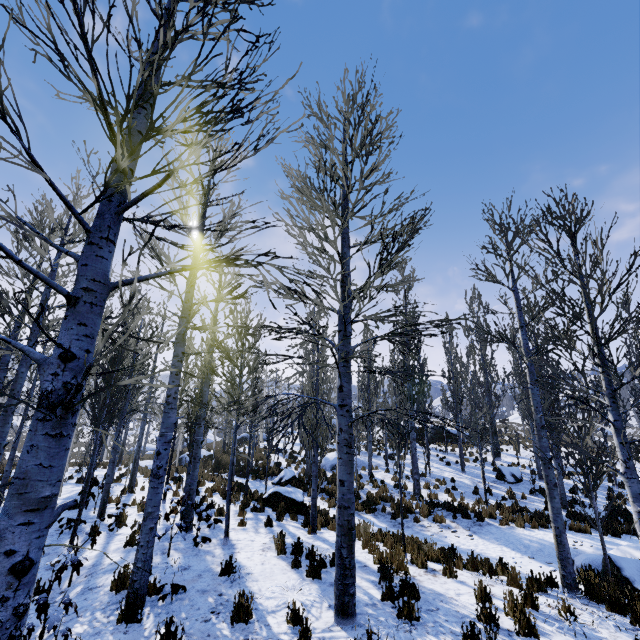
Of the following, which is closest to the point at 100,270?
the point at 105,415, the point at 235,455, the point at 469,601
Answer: the point at 469,601

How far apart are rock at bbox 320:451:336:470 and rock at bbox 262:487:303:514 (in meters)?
6.49

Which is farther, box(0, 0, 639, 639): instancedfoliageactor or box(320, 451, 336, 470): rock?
box(320, 451, 336, 470): rock

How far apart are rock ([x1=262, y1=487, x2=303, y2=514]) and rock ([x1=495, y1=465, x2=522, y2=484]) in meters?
11.8 m

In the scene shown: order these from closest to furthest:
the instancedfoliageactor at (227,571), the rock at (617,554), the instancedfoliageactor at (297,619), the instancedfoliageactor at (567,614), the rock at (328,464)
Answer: the instancedfoliageactor at (297,619) < the instancedfoliageactor at (567,614) < the instancedfoliageactor at (227,571) < the rock at (617,554) < the rock at (328,464)

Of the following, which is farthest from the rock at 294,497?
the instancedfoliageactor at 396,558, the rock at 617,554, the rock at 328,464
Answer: the rock at 617,554

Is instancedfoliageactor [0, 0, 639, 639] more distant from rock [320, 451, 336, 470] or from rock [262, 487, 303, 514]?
rock [320, 451, 336, 470]

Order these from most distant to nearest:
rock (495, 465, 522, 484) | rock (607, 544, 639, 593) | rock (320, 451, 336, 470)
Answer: rock (320, 451, 336, 470)
rock (495, 465, 522, 484)
rock (607, 544, 639, 593)
